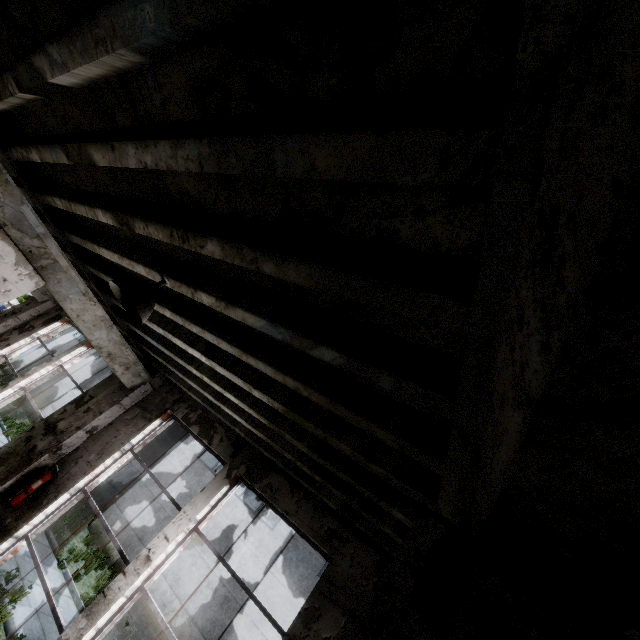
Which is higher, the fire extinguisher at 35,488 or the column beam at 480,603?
the column beam at 480,603

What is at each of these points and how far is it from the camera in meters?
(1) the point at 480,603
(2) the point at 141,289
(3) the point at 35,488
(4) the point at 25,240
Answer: (1) column beam, 0.7
(2) ceiling lamp, 2.6
(3) fire extinguisher, 4.7
(4) column beam, 4.2

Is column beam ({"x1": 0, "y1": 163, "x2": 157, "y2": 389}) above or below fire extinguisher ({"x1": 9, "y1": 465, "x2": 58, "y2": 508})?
above

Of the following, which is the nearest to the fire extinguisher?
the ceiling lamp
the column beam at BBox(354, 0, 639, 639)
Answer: the ceiling lamp

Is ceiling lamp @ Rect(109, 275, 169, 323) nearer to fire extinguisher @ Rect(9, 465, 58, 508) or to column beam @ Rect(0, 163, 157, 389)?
column beam @ Rect(0, 163, 157, 389)

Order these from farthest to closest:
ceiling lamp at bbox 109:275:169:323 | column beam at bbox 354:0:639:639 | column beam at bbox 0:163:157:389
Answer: column beam at bbox 0:163:157:389, ceiling lamp at bbox 109:275:169:323, column beam at bbox 354:0:639:639

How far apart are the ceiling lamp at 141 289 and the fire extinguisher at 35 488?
3.9m
